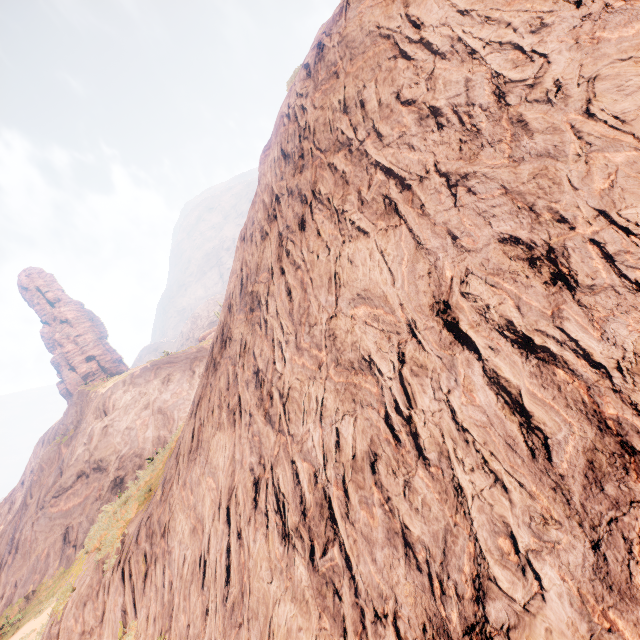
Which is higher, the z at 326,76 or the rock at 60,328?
the rock at 60,328

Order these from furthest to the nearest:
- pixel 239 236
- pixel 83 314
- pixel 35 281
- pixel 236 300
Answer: pixel 83 314 < pixel 35 281 < pixel 239 236 < pixel 236 300

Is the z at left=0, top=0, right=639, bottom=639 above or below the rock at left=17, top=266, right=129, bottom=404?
below

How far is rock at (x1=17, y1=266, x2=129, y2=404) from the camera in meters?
55.0 m

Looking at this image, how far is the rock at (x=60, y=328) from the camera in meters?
55.0 m

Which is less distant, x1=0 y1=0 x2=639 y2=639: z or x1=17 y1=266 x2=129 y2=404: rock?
x1=0 y1=0 x2=639 y2=639: z
